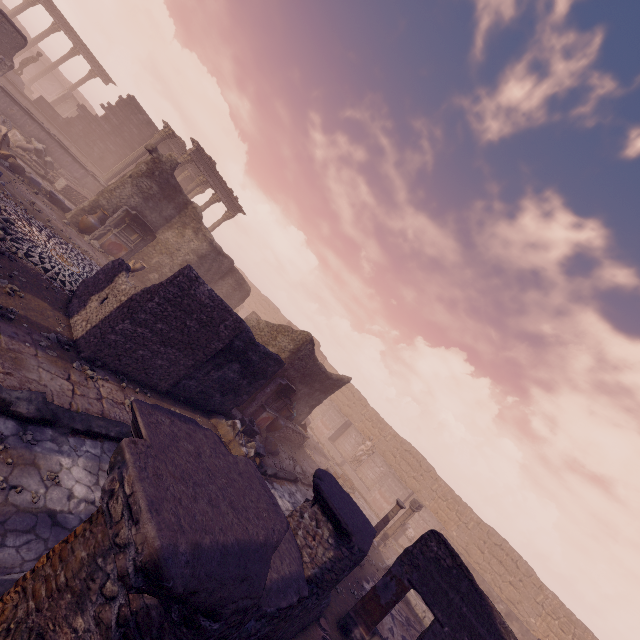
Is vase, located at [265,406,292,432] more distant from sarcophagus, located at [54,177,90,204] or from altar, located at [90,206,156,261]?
sarcophagus, located at [54,177,90,204]

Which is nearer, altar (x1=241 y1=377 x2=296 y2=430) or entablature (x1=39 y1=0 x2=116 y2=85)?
altar (x1=241 y1=377 x2=296 y2=430)

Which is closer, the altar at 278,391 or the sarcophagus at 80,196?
the altar at 278,391

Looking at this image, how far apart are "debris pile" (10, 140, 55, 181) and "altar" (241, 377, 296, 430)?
15.4m

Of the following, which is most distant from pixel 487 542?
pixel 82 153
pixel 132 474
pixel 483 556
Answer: pixel 82 153

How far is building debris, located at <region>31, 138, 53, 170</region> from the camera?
16.2 meters

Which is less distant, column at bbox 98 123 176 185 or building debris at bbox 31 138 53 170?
building debris at bbox 31 138 53 170

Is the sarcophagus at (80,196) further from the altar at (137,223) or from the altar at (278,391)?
the altar at (278,391)
